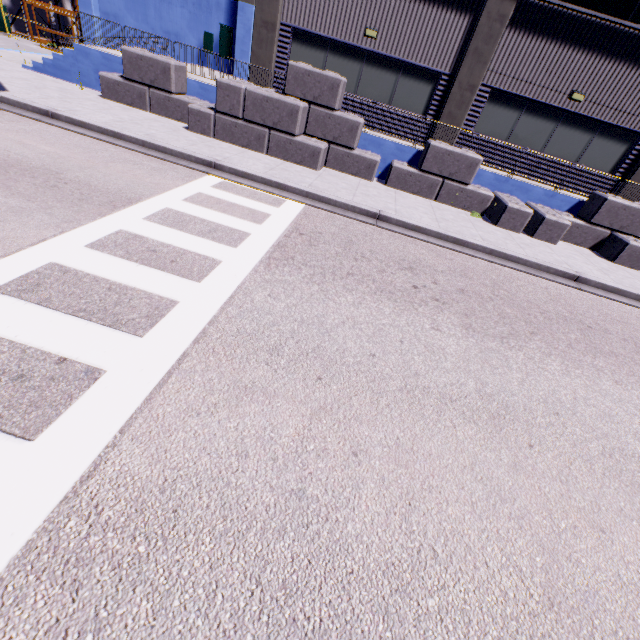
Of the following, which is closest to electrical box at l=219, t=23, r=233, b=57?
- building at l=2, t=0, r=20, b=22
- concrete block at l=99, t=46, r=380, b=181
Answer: building at l=2, t=0, r=20, b=22

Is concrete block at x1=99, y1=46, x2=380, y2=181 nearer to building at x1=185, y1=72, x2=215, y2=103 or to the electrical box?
building at x1=185, y1=72, x2=215, y2=103

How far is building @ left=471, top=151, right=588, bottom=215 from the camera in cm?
1235

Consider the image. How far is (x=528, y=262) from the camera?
9.2m

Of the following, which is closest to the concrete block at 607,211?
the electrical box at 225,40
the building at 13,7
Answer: the building at 13,7

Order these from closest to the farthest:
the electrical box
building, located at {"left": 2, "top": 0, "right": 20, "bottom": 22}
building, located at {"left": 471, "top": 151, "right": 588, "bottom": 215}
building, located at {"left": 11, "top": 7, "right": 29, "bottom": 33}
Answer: building, located at {"left": 471, "top": 151, "right": 588, "bottom": 215} → the electrical box → building, located at {"left": 2, "top": 0, "right": 20, "bottom": 22} → building, located at {"left": 11, "top": 7, "right": 29, "bottom": 33}
